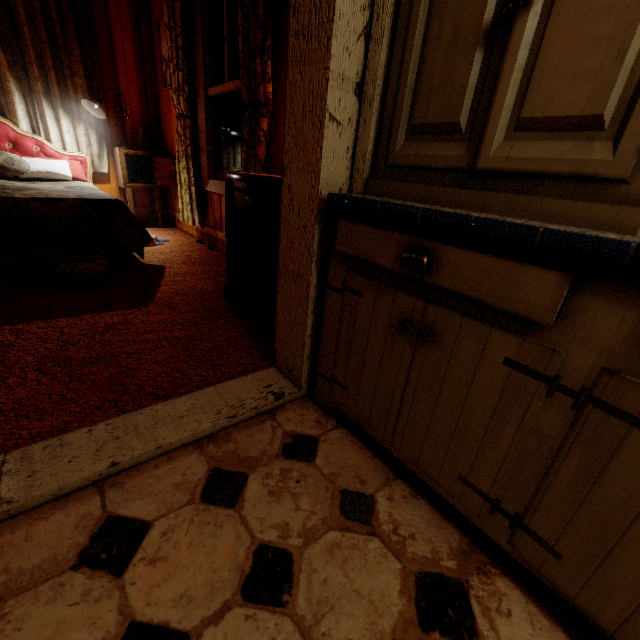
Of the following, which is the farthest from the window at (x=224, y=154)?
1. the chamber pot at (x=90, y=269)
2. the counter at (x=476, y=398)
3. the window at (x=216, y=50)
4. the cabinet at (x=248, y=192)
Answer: the counter at (x=476, y=398)

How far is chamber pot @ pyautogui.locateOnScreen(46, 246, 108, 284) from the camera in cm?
214

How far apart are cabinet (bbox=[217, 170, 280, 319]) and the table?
2.4m

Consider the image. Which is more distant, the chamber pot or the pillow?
the pillow

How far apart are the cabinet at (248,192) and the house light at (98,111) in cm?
262

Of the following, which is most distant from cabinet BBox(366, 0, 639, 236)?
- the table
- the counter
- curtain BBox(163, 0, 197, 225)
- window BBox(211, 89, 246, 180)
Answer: the table

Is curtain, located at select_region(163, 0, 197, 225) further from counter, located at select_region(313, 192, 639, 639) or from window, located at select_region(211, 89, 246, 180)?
counter, located at select_region(313, 192, 639, 639)

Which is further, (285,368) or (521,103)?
(285,368)
